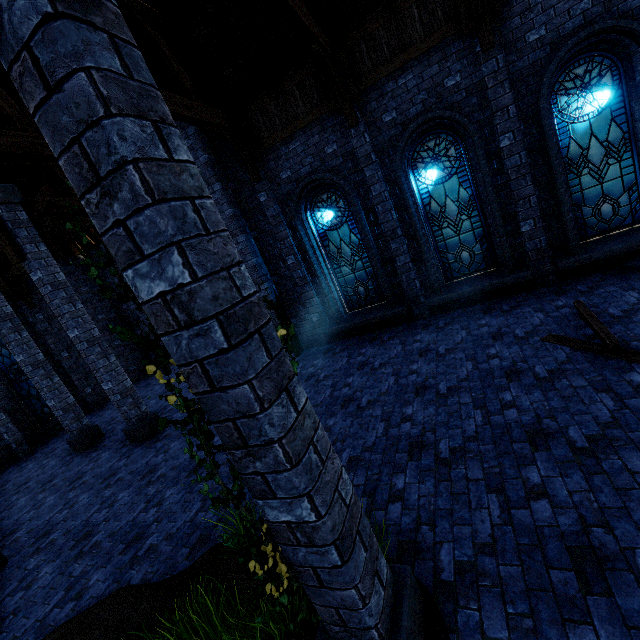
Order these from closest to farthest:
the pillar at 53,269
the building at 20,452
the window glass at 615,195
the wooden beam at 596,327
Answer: the wooden beam at 596,327
the window glass at 615,195
the pillar at 53,269
the building at 20,452

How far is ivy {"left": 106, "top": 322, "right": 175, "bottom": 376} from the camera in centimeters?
183cm

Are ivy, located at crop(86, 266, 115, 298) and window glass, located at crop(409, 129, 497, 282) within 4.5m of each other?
no

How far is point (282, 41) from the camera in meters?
7.4

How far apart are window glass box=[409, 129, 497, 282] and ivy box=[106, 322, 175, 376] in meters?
7.2

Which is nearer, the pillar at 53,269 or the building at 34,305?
the pillar at 53,269

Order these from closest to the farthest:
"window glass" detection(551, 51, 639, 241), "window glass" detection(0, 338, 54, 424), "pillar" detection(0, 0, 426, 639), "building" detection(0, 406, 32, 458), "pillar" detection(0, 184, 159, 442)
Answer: "pillar" detection(0, 0, 426, 639), "window glass" detection(551, 51, 639, 241), "pillar" detection(0, 184, 159, 442), "building" detection(0, 406, 32, 458), "window glass" detection(0, 338, 54, 424)

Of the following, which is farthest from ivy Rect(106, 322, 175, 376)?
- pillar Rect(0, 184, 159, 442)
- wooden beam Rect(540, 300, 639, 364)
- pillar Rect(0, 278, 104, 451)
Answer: pillar Rect(0, 278, 104, 451)
